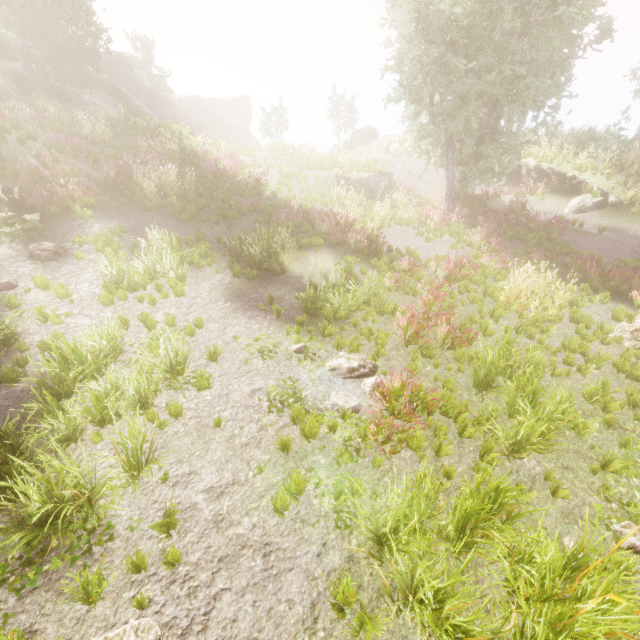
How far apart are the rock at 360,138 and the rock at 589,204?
23.15m

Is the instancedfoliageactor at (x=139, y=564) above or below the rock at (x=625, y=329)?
above

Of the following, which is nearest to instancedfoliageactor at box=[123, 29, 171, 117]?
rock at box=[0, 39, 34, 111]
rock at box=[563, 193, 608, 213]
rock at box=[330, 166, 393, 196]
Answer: rock at box=[0, 39, 34, 111]

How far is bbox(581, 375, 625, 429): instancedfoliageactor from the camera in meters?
5.8 m

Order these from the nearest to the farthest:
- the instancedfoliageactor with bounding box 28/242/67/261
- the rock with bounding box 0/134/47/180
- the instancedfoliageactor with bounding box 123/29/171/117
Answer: the instancedfoliageactor with bounding box 28/242/67/261 < the rock with bounding box 0/134/47/180 < the instancedfoliageactor with bounding box 123/29/171/117

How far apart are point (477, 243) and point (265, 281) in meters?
8.7 m

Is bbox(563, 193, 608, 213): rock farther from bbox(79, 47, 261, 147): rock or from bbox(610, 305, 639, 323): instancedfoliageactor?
bbox(79, 47, 261, 147): rock
